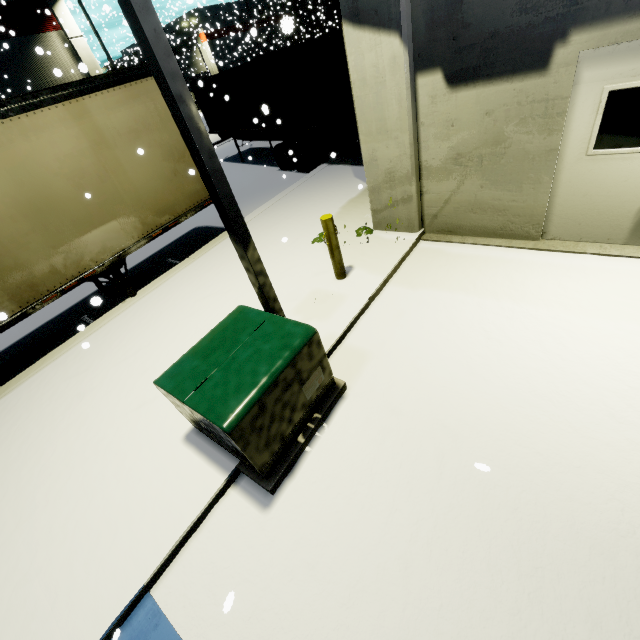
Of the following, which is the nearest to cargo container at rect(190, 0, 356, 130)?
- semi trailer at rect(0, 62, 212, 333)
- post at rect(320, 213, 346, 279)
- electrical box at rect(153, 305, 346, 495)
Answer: semi trailer at rect(0, 62, 212, 333)

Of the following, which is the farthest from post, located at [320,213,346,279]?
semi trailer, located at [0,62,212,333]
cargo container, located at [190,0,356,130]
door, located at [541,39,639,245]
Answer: cargo container, located at [190,0,356,130]

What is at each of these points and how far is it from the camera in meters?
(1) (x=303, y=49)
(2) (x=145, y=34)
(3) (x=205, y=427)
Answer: (1) cargo container, 9.4
(2) light, 2.5
(3) electrical box, 3.4

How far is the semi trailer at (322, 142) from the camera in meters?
10.8

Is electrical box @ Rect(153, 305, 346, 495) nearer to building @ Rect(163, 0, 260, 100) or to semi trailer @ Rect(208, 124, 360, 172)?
semi trailer @ Rect(208, 124, 360, 172)

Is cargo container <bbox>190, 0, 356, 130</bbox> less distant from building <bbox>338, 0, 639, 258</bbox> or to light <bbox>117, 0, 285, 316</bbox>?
building <bbox>338, 0, 639, 258</bbox>

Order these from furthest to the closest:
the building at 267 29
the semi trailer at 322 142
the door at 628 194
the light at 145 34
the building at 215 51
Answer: the building at 215 51 < the building at 267 29 < the semi trailer at 322 142 < the door at 628 194 < the light at 145 34

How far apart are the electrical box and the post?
1.8m
